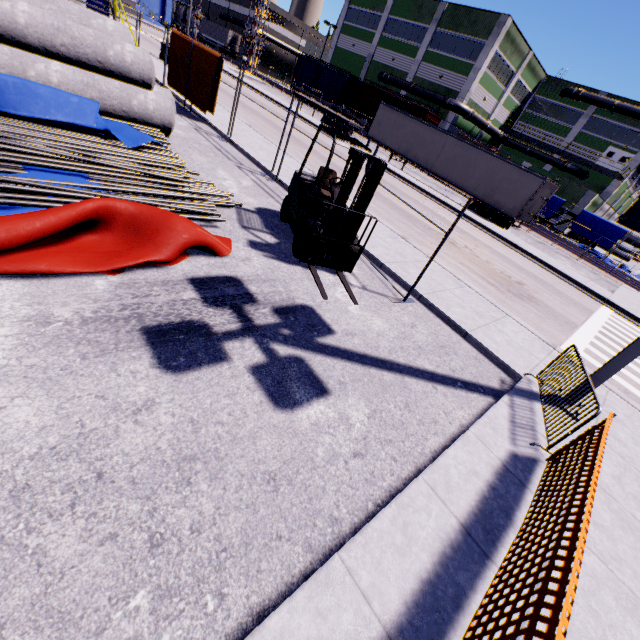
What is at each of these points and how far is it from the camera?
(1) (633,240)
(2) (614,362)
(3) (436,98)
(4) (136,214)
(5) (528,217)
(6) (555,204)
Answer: (1) concrete pipe stack, 48.8m
(2) light, 5.0m
(3) pipe, 37.0m
(4) tarp, 4.5m
(5) semi trailer door, 21.0m
(6) tarp, 31.5m

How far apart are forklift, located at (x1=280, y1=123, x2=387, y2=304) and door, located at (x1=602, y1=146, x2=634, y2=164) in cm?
5085

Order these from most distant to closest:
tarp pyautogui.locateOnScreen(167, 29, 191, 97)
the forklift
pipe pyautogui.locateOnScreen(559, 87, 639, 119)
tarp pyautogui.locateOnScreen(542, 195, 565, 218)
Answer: pipe pyautogui.locateOnScreen(559, 87, 639, 119), tarp pyautogui.locateOnScreen(542, 195, 565, 218), tarp pyautogui.locateOnScreen(167, 29, 191, 97), the forklift

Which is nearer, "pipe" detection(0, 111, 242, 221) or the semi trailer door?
"pipe" detection(0, 111, 242, 221)

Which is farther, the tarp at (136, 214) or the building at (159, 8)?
the building at (159, 8)

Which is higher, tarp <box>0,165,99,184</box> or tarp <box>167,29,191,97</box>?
→ tarp <box>167,29,191,97</box>

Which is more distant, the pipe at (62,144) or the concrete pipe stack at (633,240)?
the concrete pipe stack at (633,240)

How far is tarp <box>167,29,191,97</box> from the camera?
12.4m
